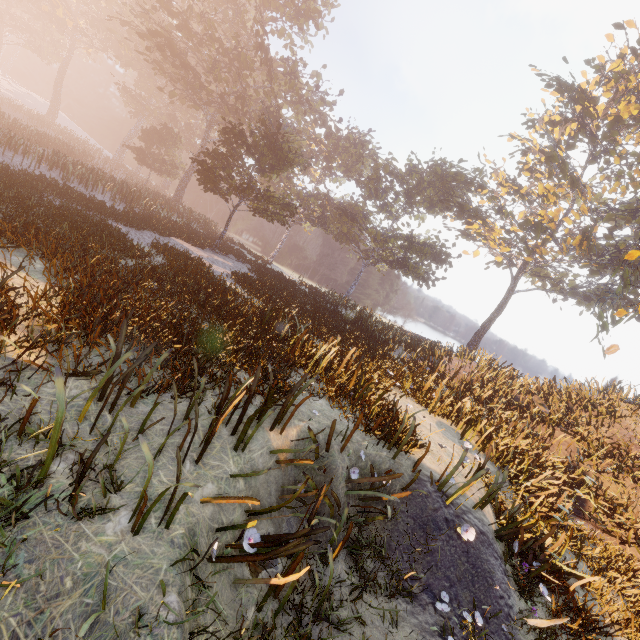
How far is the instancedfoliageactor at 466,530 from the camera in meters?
5.6 m

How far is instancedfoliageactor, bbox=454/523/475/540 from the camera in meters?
5.6

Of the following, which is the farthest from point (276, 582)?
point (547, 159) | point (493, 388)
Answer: point (547, 159)
